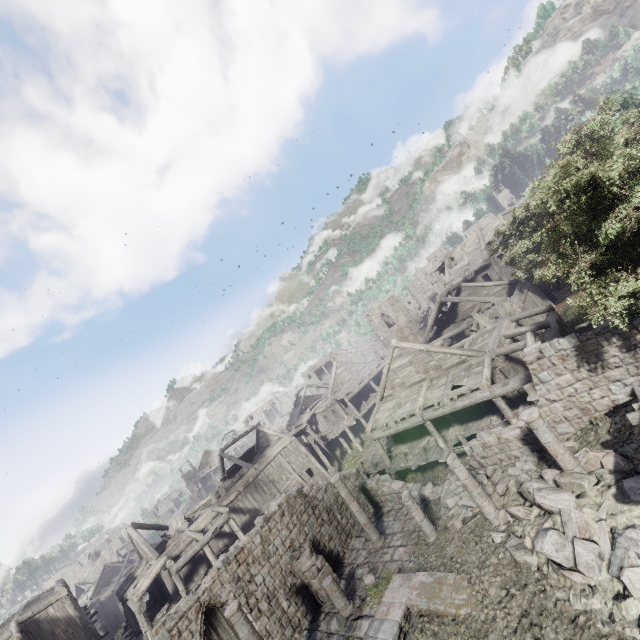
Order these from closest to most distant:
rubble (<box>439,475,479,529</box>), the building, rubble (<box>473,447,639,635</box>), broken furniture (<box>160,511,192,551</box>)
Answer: rubble (<box>473,447,639,635</box>) → the building → rubble (<box>439,475,479,529</box>) → broken furniture (<box>160,511,192,551</box>)

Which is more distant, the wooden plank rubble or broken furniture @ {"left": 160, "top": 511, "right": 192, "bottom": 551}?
broken furniture @ {"left": 160, "top": 511, "right": 192, "bottom": 551}

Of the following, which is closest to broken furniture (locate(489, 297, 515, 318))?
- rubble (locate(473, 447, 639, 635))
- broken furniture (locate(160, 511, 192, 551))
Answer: rubble (locate(473, 447, 639, 635))

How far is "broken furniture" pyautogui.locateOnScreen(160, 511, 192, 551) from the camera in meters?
25.0 m

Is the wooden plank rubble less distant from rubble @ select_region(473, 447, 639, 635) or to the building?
the building

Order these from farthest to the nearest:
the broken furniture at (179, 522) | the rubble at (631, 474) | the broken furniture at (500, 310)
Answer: the broken furniture at (179, 522), the broken furniture at (500, 310), the rubble at (631, 474)

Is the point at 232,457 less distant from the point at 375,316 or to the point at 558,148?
the point at 375,316

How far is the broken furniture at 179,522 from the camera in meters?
Answer: 25.0 m
